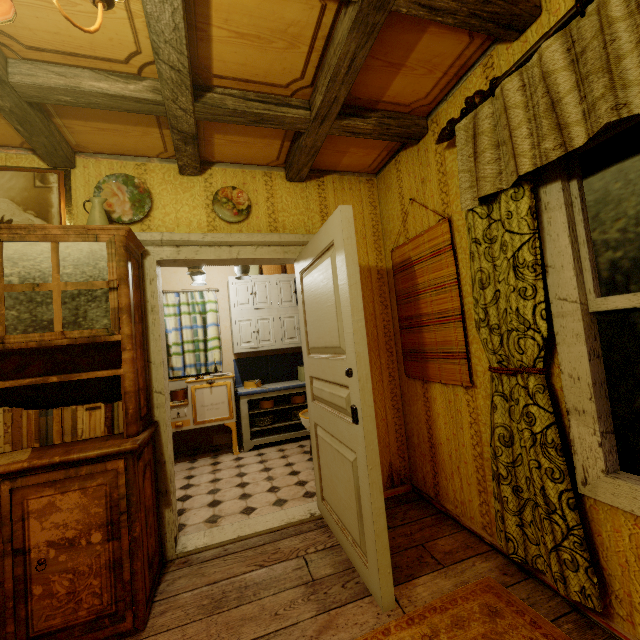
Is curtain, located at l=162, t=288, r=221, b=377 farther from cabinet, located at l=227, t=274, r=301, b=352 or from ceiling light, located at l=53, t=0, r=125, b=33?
ceiling light, located at l=53, t=0, r=125, b=33

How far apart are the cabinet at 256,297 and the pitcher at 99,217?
2.5m

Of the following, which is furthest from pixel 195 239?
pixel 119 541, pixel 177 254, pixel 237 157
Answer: pixel 119 541

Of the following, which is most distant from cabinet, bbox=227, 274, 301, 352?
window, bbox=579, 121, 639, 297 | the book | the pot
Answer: window, bbox=579, 121, 639, 297

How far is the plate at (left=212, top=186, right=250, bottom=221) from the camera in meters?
2.5

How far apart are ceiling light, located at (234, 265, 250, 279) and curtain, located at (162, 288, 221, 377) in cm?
69

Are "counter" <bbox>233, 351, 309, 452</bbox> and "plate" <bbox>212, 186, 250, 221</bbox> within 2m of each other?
no

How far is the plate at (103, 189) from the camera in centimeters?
230cm
